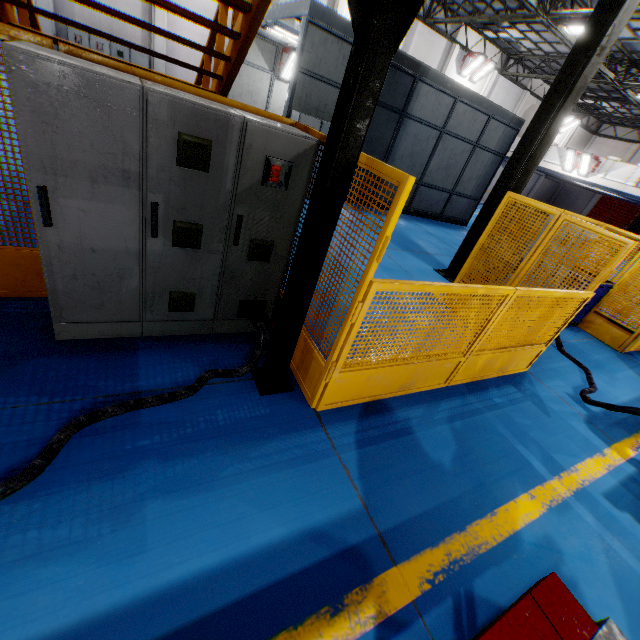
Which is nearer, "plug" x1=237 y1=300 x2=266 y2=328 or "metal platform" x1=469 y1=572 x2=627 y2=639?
"metal platform" x1=469 y1=572 x2=627 y2=639

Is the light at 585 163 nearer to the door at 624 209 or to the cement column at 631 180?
the cement column at 631 180

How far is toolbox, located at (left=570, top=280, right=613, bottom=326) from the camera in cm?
705

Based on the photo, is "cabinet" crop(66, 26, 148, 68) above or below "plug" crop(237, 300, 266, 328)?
above

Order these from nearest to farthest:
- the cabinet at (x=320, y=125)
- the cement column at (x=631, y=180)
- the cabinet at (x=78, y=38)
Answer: the cabinet at (x=320, y=125)
the cabinet at (x=78, y=38)
the cement column at (x=631, y=180)

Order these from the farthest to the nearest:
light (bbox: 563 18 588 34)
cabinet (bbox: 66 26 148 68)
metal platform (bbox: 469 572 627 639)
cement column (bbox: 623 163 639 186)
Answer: cement column (bbox: 623 163 639 186), cabinet (bbox: 66 26 148 68), light (bbox: 563 18 588 34), metal platform (bbox: 469 572 627 639)

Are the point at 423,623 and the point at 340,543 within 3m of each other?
yes

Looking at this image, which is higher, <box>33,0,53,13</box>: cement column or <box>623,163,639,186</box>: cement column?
<box>623,163,639,186</box>: cement column
